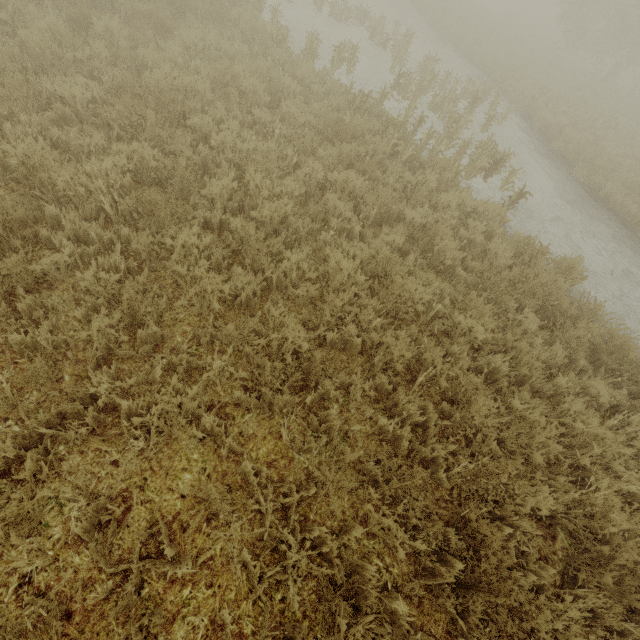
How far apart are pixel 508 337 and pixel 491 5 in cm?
5661
